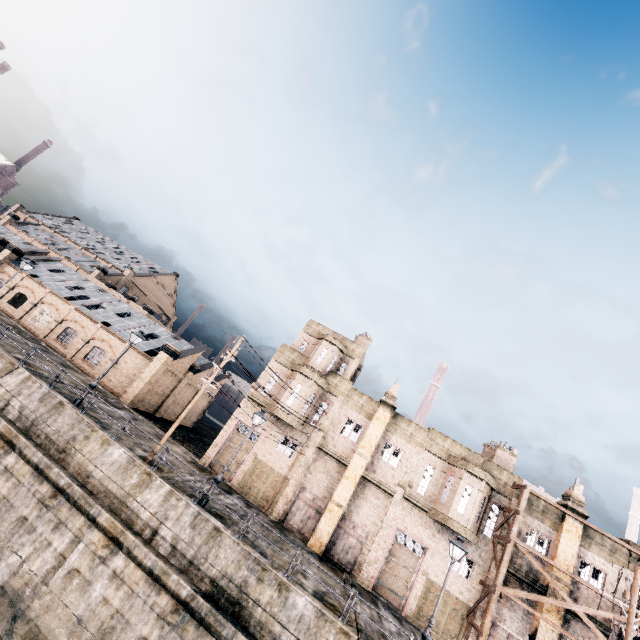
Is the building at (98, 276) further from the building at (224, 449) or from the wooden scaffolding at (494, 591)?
the wooden scaffolding at (494, 591)

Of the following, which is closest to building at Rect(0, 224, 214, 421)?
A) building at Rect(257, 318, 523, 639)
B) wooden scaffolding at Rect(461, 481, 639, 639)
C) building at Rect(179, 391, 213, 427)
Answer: building at Rect(179, 391, 213, 427)

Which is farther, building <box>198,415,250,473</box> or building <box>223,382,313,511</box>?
building <box>198,415,250,473</box>

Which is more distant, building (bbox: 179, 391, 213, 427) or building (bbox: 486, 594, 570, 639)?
building (bbox: 179, 391, 213, 427)

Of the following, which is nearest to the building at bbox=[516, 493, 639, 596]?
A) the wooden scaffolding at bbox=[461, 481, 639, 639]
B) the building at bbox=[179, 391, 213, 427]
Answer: the wooden scaffolding at bbox=[461, 481, 639, 639]

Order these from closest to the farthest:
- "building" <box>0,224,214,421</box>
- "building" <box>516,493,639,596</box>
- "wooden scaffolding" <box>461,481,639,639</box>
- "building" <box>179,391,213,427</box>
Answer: "wooden scaffolding" <box>461,481,639,639</box>
"building" <box>516,493,639,596</box>
"building" <box>0,224,214,421</box>
"building" <box>179,391,213,427</box>

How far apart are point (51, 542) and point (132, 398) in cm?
1689

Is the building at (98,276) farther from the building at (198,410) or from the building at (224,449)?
the building at (224,449)
